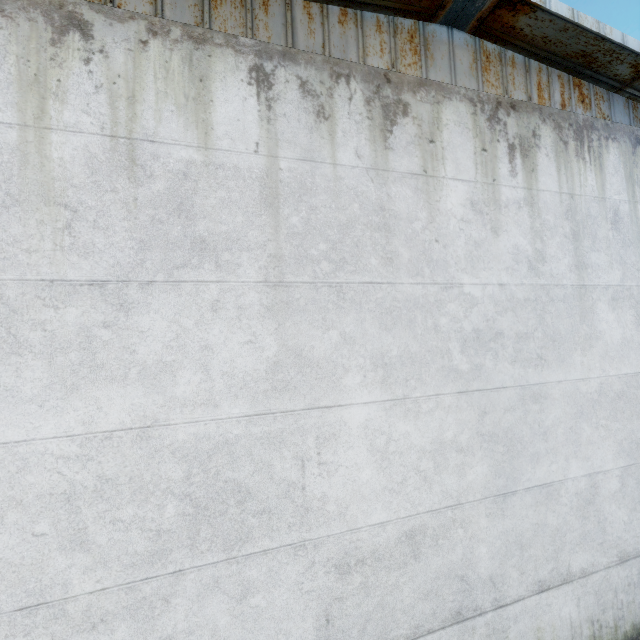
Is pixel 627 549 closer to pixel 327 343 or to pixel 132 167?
pixel 327 343
